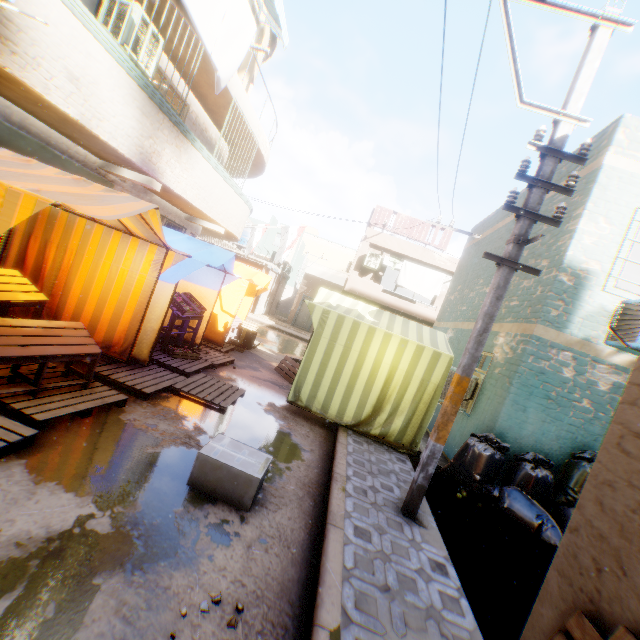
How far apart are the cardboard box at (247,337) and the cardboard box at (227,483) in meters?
3.6 m

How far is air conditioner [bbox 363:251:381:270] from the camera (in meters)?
17.64

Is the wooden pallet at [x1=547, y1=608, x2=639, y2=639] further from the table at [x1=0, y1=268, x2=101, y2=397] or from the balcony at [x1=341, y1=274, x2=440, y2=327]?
the table at [x1=0, y1=268, x2=101, y2=397]

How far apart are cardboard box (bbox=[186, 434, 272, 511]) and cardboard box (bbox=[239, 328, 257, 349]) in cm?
361

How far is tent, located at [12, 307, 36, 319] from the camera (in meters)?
5.52

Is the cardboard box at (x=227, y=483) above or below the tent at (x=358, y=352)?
below

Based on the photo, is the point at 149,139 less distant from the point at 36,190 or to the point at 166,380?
the point at 36,190

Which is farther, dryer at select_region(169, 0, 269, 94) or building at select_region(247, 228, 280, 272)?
building at select_region(247, 228, 280, 272)
